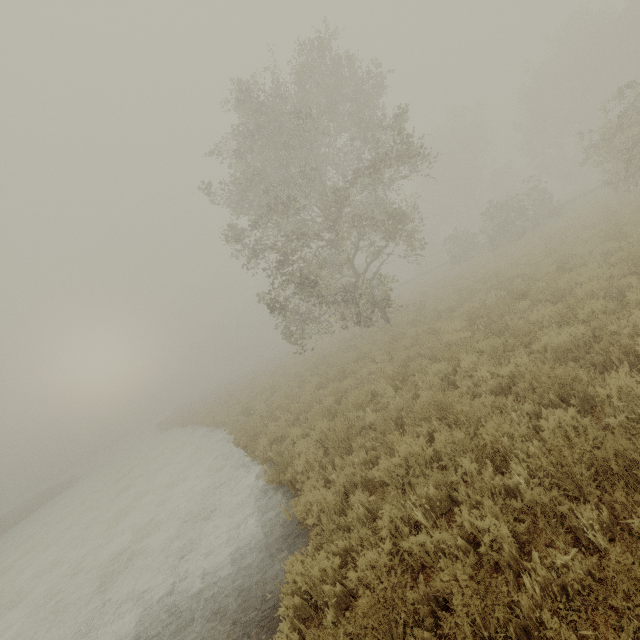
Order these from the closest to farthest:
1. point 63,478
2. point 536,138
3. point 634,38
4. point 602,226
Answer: point 602,226, point 634,38, point 536,138, point 63,478
